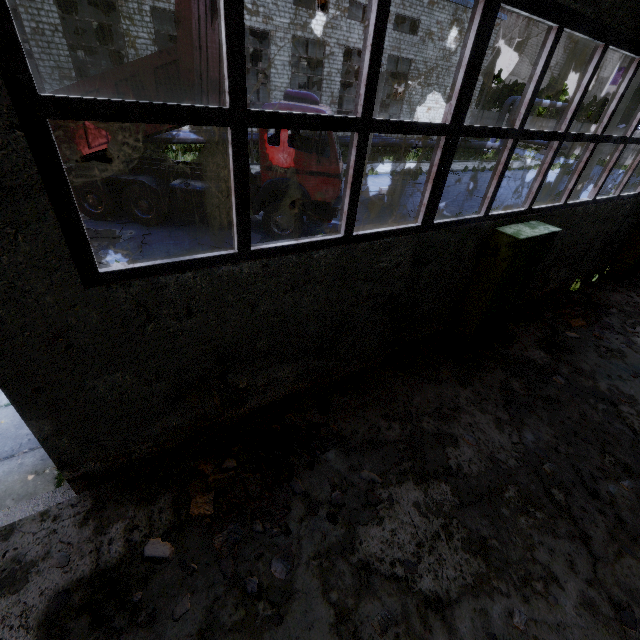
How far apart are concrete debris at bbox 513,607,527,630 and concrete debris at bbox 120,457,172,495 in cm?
402

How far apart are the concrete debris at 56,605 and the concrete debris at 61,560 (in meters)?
Answer: 0.24

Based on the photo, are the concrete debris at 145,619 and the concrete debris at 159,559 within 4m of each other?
yes

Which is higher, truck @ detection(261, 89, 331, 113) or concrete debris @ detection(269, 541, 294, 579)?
truck @ detection(261, 89, 331, 113)

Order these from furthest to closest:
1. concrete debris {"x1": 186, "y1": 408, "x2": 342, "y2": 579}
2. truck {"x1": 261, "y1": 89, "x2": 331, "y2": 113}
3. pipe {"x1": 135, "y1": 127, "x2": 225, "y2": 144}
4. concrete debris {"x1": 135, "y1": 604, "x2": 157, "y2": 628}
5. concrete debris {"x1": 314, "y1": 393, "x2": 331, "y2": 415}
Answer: pipe {"x1": 135, "y1": 127, "x2": 225, "y2": 144}
truck {"x1": 261, "y1": 89, "x2": 331, "y2": 113}
concrete debris {"x1": 314, "y1": 393, "x2": 331, "y2": 415}
concrete debris {"x1": 186, "y1": 408, "x2": 342, "y2": 579}
concrete debris {"x1": 135, "y1": 604, "x2": 157, "y2": 628}

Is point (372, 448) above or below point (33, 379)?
below

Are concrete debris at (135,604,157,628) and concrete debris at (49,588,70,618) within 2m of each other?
→ yes

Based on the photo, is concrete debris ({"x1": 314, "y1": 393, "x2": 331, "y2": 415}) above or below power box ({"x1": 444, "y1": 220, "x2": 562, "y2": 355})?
below
